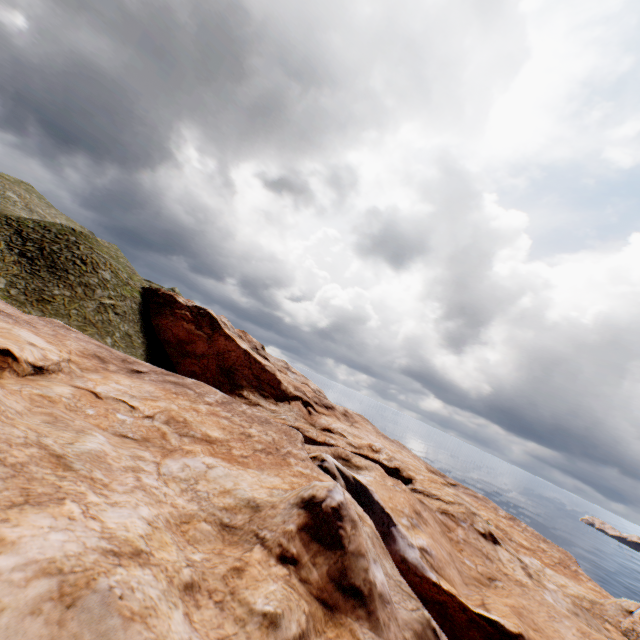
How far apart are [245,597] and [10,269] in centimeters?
3592cm
